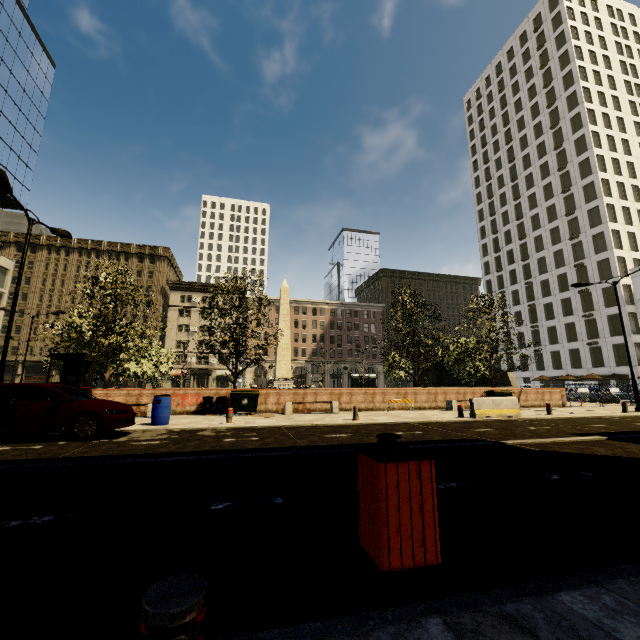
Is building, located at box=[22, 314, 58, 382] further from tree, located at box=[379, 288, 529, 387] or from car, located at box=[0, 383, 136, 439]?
car, located at box=[0, 383, 136, 439]

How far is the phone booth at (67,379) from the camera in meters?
13.5

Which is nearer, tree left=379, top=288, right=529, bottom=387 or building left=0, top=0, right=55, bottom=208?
tree left=379, top=288, right=529, bottom=387

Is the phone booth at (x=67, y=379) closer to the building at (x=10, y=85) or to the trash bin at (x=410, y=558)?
the trash bin at (x=410, y=558)

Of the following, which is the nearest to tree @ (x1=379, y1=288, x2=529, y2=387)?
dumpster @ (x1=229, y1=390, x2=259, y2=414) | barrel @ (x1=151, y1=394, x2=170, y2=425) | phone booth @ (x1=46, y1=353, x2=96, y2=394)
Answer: phone booth @ (x1=46, y1=353, x2=96, y2=394)

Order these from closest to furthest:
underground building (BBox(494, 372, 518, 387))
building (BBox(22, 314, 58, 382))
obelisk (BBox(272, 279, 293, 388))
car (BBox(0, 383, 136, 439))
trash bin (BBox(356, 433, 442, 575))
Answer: trash bin (BBox(356, 433, 442, 575)) → car (BBox(0, 383, 136, 439)) → obelisk (BBox(272, 279, 293, 388)) → underground building (BBox(494, 372, 518, 387)) → building (BBox(22, 314, 58, 382))

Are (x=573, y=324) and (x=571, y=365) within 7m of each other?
yes

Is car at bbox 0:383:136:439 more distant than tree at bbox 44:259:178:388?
No
